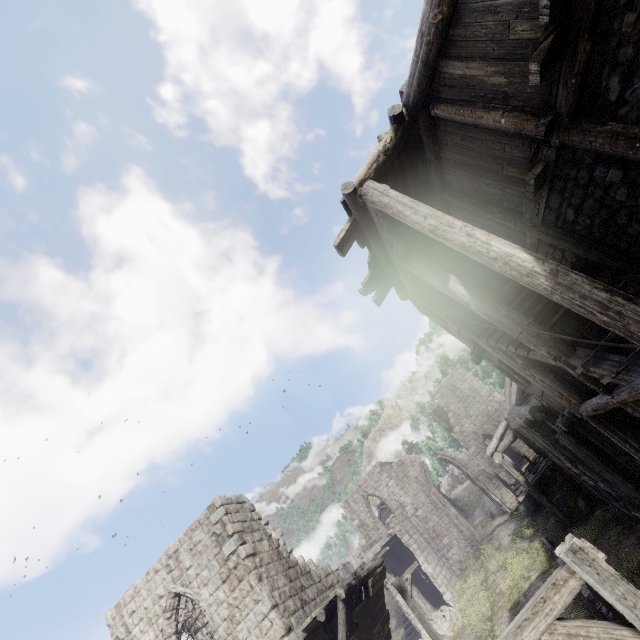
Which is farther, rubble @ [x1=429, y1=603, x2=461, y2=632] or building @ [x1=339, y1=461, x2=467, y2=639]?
building @ [x1=339, y1=461, x2=467, y2=639]

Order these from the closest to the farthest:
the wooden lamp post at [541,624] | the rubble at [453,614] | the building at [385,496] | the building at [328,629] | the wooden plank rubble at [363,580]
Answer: the wooden lamp post at [541,624] → the wooden plank rubble at [363,580] → the building at [328,629] → the rubble at [453,614] → the building at [385,496]

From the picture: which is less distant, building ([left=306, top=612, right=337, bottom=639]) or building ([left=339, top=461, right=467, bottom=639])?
building ([left=306, top=612, right=337, bottom=639])

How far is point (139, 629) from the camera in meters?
11.4 m

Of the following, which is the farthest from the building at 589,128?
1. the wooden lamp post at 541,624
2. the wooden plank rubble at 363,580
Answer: the wooden lamp post at 541,624

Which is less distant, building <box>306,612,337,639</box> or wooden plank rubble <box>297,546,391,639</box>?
wooden plank rubble <box>297,546,391,639</box>

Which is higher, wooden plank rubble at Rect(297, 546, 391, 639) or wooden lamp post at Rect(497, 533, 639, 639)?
wooden plank rubble at Rect(297, 546, 391, 639)

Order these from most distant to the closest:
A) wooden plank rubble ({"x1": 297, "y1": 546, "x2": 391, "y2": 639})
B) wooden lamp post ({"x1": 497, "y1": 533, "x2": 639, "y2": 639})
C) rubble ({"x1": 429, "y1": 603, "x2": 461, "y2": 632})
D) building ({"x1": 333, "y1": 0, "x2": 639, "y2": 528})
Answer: rubble ({"x1": 429, "y1": 603, "x2": 461, "y2": 632}) → wooden plank rubble ({"x1": 297, "y1": 546, "x2": 391, "y2": 639}) → building ({"x1": 333, "y1": 0, "x2": 639, "y2": 528}) → wooden lamp post ({"x1": 497, "y1": 533, "x2": 639, "y2": 639})
